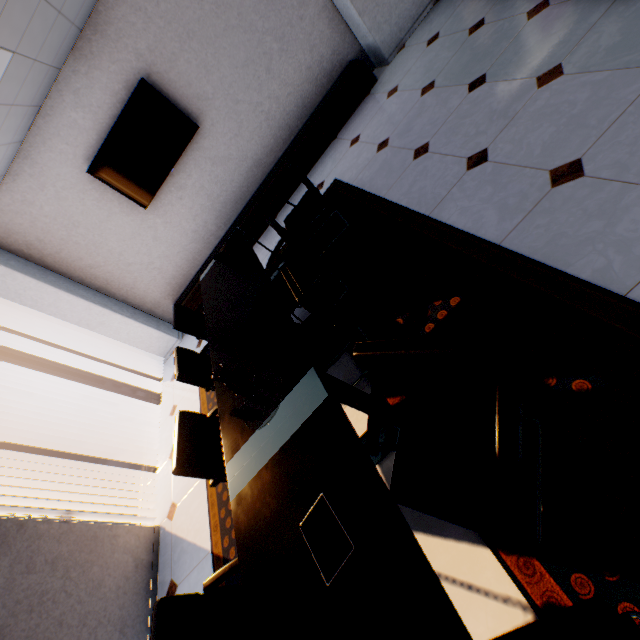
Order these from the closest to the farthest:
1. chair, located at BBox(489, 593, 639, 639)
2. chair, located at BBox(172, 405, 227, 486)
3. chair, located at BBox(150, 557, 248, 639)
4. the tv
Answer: chair, located at BBox(489, 593, 639, 639), chair, located at BBox(150, 557, 248, 639), chair, located at BBox(172, 405, 227, 486), the tv

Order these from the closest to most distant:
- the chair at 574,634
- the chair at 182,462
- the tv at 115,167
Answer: the chair at 574,634 → the chair at 182,462 → the tv at 115,167

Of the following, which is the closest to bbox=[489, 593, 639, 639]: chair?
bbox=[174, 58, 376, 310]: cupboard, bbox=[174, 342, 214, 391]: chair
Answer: bbox=[174, 342, 214, 391]: chair

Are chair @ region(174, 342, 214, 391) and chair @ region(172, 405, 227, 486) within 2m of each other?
yes

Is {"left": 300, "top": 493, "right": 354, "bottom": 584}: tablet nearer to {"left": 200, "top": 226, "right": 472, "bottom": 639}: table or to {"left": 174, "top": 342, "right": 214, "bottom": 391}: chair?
{"left": 200, "top": 226, "right": 472, "bottom": 639}: table

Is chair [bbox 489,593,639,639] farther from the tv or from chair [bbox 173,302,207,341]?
the tv

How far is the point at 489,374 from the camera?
1.15m

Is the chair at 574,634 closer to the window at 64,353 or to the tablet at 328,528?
the tablet at 328,528
